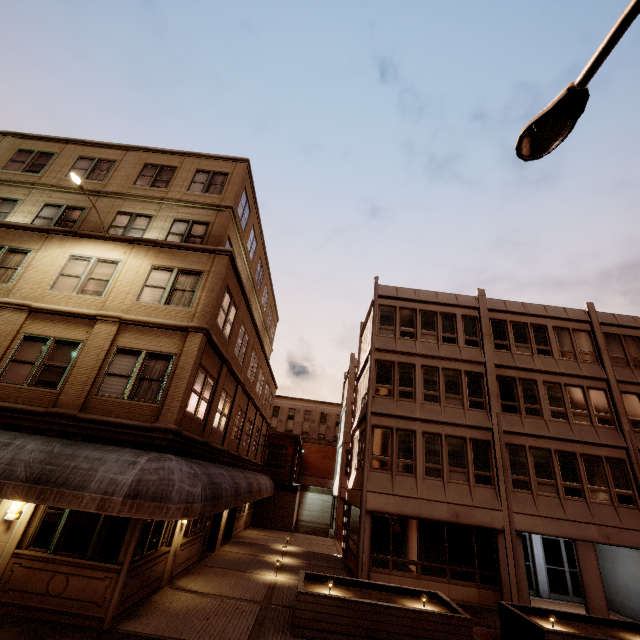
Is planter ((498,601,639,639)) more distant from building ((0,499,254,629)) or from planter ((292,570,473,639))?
building ((0,499,254,629))

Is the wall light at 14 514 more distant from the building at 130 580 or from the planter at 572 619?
the planter at 572 619

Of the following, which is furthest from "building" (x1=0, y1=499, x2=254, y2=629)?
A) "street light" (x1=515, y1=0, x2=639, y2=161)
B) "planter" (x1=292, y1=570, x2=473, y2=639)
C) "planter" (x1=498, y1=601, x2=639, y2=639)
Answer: "planter" (x1=498, y1=601, x2=639, y2=639)

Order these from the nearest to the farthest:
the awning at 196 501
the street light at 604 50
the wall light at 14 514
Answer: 1. the street light at 604 50
2. the awning at 196 501
3. the wall light at 14 514

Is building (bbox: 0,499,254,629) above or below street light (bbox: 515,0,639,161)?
below

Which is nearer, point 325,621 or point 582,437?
point 325,621

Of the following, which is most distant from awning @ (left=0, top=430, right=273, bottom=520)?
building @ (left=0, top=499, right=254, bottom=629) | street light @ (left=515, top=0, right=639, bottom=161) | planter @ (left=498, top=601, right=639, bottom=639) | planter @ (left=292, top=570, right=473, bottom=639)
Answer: street light @ (left=515, top=0, right=639, bottom=161)

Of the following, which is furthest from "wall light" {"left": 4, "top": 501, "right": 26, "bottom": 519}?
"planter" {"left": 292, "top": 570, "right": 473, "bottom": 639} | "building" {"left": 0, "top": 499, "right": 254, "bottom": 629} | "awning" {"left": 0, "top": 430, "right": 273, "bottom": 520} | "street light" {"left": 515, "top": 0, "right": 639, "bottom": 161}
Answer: "street light" {"left": 515, "top": 0, "right": 639, "bottom": 161}
